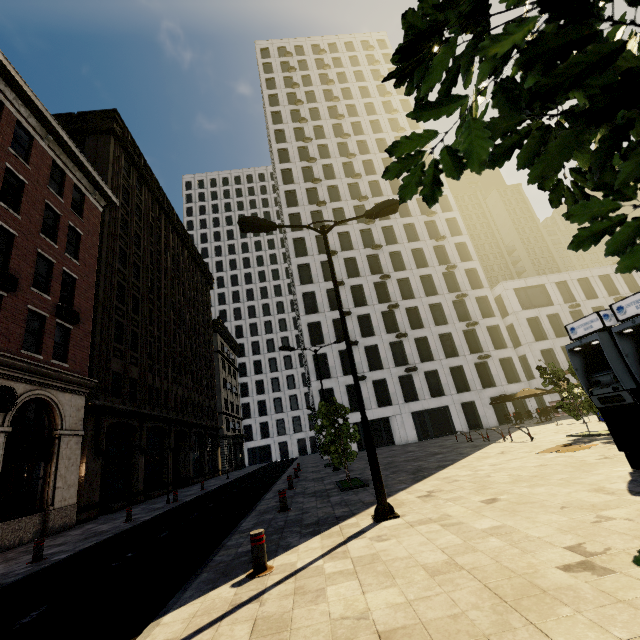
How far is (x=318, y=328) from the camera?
37.9 meters

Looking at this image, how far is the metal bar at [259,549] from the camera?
4.9m

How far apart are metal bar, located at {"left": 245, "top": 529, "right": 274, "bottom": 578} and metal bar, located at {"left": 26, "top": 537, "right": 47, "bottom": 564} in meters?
8.2

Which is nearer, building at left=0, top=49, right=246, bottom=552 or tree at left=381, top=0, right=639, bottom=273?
tree at left=381, top=0, right=639, bottom=273

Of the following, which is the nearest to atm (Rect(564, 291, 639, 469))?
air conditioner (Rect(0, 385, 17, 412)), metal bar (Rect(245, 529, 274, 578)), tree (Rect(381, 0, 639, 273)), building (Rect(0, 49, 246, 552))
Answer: tree (Rect(381, 0, 639, 273))

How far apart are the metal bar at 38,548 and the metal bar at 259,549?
8.2 meters

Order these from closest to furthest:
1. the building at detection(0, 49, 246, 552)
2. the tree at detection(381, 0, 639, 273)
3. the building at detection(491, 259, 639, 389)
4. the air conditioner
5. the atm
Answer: the tree at detection(381, 0, 639, 273) → the atm → the air conditioner → the building at detection(0, 49, 246, 552) → the building at detection(491, 259, 639, 389)

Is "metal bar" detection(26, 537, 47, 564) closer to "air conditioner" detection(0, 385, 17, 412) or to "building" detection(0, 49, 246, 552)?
"building" detection(0, 49, 246, 552)
